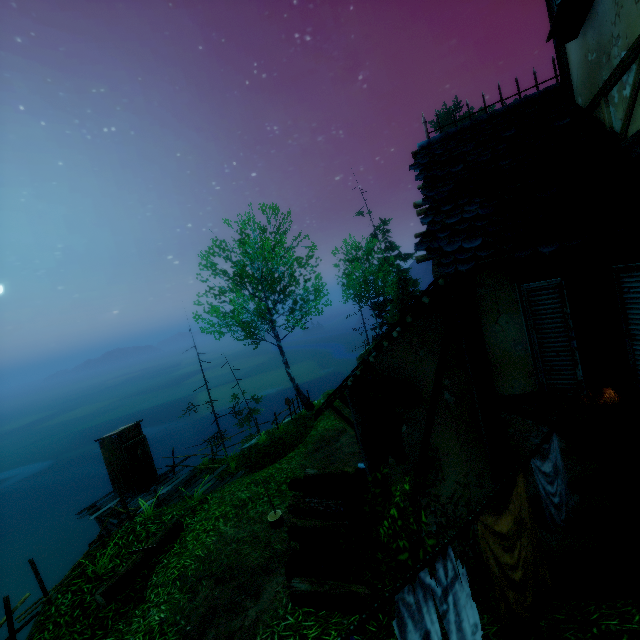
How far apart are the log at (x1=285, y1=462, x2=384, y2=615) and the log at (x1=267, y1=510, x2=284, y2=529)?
1.4m

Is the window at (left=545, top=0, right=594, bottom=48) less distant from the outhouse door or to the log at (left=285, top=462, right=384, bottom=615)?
the log at (left=285, top=462, right=384, bottom=615)

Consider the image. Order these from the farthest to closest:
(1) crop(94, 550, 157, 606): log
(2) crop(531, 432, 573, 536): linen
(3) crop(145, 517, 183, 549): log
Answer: (3) crop(145, 517, 183, 549): log, (1) crop(94, 550, 157, 606): log, (2) crop(531, 432, 573, 536): linen

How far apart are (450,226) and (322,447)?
10.33m

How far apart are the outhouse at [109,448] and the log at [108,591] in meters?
5.7 m

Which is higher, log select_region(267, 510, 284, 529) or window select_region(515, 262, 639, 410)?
window select_region(515, 262, 639, 410)

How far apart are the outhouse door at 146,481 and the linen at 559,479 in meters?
14.4 m

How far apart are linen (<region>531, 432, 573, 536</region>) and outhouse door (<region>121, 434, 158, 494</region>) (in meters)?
14.41
